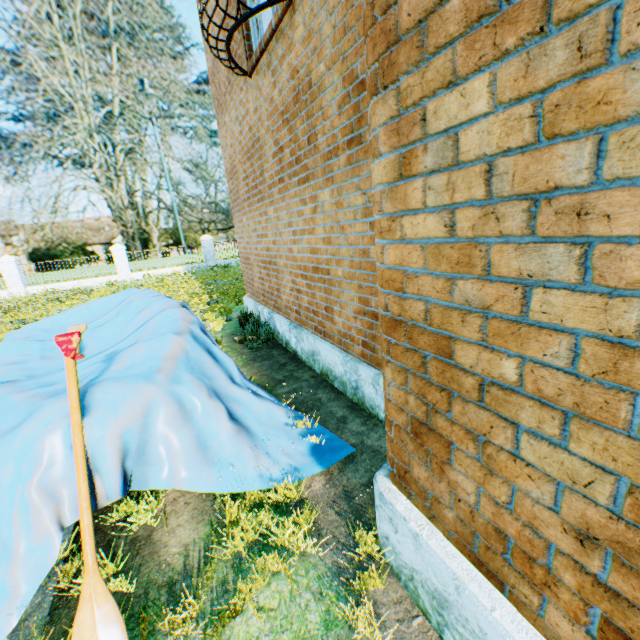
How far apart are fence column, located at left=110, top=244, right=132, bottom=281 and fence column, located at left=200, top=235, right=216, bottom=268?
4.7 meters

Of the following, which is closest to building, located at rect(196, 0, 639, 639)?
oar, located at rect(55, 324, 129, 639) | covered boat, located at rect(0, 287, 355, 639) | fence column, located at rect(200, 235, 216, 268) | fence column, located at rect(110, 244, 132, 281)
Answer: covered boat, located at rect(0, 287, 355, 639)

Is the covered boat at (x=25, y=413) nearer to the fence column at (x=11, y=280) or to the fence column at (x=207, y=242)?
the fence column at (x=207, y=242)

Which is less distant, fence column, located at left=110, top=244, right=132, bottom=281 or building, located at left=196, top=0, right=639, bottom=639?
building, located at left=196, top=0, right=639, bottom=639

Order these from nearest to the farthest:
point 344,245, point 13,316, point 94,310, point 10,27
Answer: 1. point 344,245
2. point 94,310
3. point 13,316
4. point 10,27

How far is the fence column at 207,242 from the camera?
22.9m

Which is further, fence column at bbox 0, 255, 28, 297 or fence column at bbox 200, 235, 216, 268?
fence column at bbox 200, 235, 216, 268

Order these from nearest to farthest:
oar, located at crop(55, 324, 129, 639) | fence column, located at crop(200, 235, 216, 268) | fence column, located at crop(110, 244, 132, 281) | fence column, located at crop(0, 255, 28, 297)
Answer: oar, located at crop(55, 324, 129, 639), fence column, located at crop(0, 255, 28, 297), fence column, located at crop(110, 244, 132, 281), fence column, located at crop(200, 235, 216, 268)
